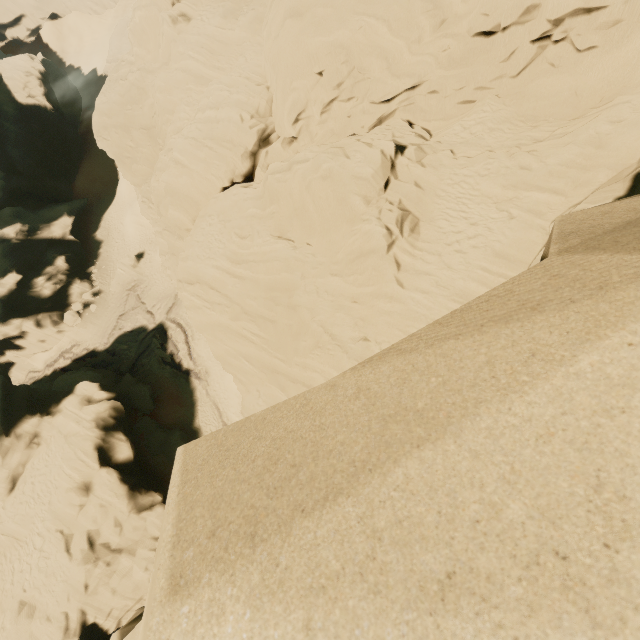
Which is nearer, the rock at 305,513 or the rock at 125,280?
the rock at 305,513

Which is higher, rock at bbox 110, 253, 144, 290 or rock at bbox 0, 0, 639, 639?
rock at bbox 0, 0, 639, 639

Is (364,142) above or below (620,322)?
below

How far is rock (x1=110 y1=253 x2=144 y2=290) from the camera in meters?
37.2 m

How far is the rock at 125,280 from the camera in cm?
3722

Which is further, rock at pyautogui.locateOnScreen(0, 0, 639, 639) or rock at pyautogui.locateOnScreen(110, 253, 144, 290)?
rock at pyautogui.locateOnScreen(110, 253, 144, 290)
